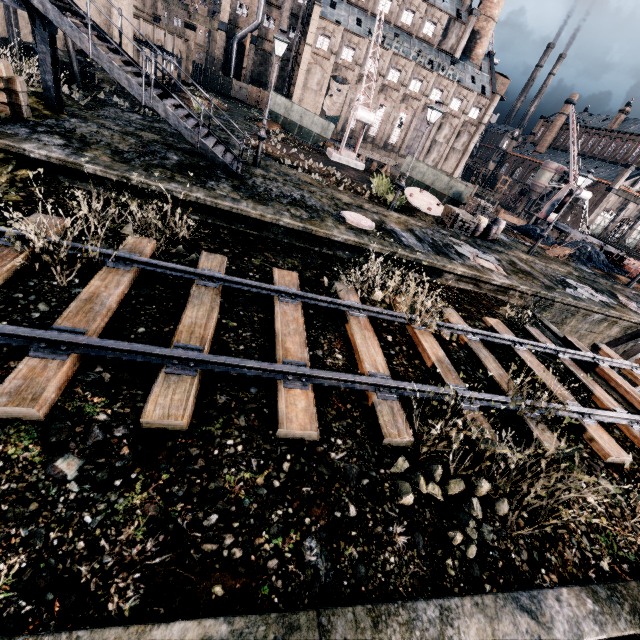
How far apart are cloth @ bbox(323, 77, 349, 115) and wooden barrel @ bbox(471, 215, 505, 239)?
49.1 meters

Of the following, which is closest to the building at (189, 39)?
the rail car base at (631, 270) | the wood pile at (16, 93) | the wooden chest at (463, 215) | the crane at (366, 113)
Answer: the wood pile at (16, 93)

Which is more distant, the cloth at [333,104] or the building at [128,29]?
the cloth at [333,104]

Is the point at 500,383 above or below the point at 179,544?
above

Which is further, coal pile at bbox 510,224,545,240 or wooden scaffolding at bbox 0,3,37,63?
coal pile at bbox 510,224,545,240

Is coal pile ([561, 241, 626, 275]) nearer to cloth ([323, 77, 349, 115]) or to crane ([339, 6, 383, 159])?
crane ([339, 6, 383, 159])

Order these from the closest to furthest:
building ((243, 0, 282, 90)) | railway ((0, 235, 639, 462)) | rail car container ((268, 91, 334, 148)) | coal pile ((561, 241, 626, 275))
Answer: railway ((0, 235, 639, 462)) → coal pile ((561, 241, 626, 275)) → rail car container ((268, 91, 334, 148)) → building ((243, 0, 282, 90))

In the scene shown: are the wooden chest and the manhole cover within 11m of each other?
yes
